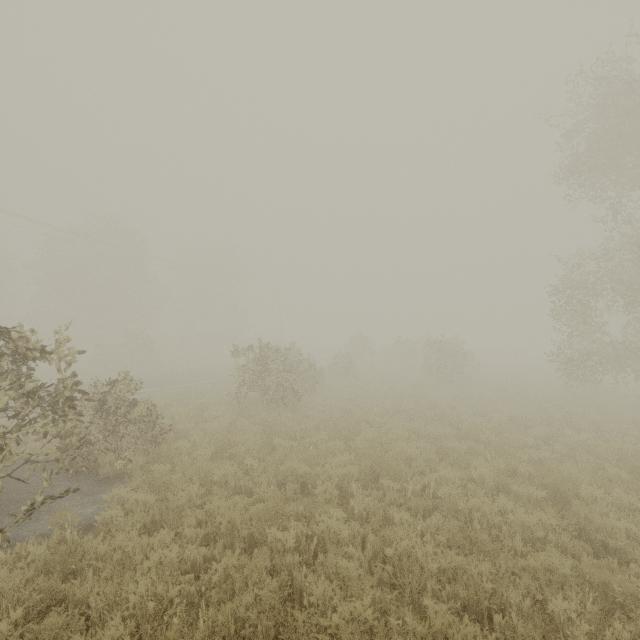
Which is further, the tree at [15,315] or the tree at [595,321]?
the tree at [595,321]

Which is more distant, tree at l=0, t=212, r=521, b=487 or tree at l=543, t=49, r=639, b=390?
tree at l=543, t=49, r=639, b=390

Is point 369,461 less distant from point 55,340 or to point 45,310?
point 55,340
